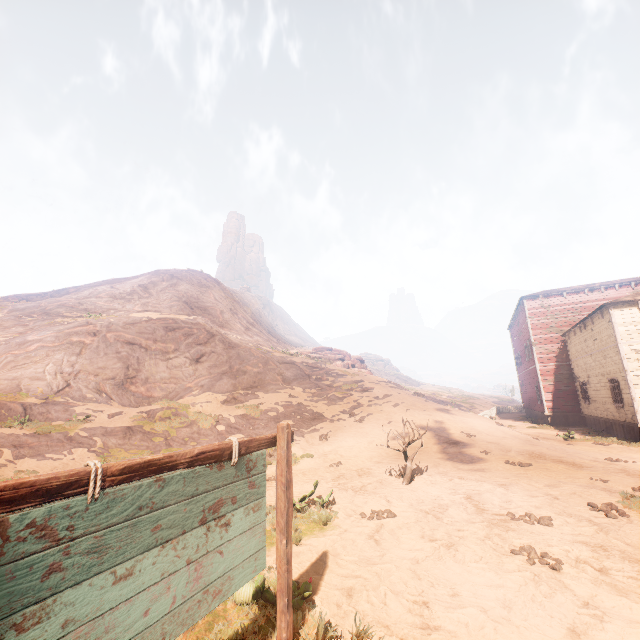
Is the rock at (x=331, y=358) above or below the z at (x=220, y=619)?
above

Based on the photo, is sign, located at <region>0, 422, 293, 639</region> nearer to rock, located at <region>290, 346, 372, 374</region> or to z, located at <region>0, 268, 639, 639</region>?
z, located at <region>0, 268, 639, 639</region>

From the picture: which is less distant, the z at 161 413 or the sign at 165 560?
the sign at 165 560

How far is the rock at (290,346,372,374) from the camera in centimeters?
3328cm

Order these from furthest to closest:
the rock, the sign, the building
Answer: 1. the rock
2. the building
3. the sign

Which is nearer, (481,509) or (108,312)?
(481,509)

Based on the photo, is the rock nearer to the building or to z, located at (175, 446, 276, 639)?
z, located at (175, 446, 276, 639)

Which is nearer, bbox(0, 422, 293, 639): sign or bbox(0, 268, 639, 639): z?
bbox(0, 422, 293, 639): sign
